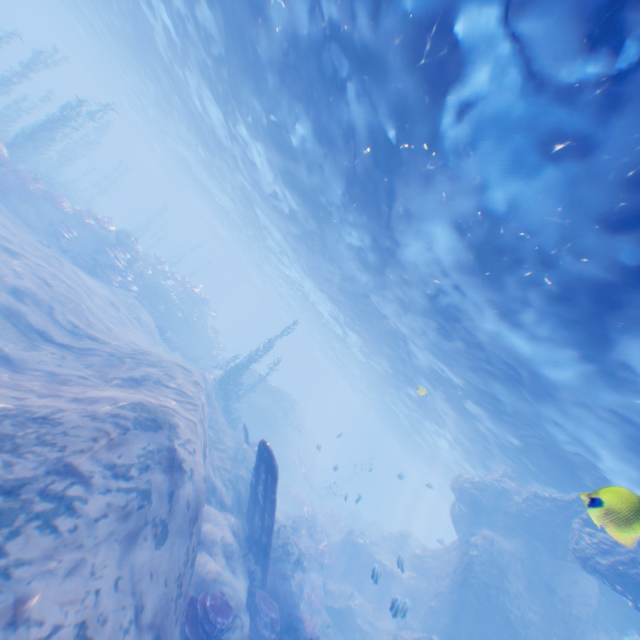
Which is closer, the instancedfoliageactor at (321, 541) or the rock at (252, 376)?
the instancedfoliageactor at (321, 541)

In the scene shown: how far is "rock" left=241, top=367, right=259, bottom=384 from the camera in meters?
33.5 m

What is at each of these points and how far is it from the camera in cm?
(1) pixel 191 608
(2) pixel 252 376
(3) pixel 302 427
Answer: (1) instancedfoliageactor, 750
(2) rock, 3381
(3) instancedfoliageactor, 4325

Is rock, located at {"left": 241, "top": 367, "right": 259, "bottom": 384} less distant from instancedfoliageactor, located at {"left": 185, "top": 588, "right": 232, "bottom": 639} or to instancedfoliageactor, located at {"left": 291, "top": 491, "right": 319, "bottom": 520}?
instancedfoliageactor, located at {"left": 291, "top": 491, "right": 319, "bottom": 520}

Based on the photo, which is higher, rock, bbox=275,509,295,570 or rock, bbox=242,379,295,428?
rock, bbox=242,379,295,428

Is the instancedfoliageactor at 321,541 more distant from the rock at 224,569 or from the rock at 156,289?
the rock at 156,289

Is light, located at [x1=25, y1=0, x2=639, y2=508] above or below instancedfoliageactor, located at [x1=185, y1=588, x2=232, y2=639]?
above

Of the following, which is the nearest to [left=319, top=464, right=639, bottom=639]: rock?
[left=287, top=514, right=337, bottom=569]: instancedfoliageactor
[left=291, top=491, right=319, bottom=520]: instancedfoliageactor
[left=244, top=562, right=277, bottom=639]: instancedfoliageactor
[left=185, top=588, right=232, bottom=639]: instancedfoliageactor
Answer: [left=287, top=514, right=337, bottom=569]: instancedfoliageactor
